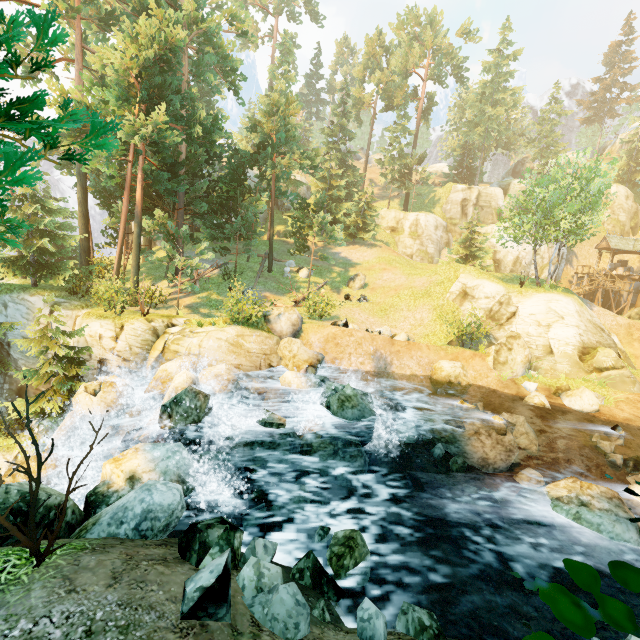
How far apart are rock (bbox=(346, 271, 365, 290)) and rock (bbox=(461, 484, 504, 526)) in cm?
1998

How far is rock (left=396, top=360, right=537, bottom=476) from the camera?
13.0 meters

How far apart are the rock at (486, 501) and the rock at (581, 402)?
9.0 meters

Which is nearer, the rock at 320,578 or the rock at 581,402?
the rock at 320,578

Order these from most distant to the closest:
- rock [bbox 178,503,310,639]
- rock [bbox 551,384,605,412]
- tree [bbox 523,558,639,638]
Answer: rock [bbox 551,384,605,412]
rock [bbox 178,503,310,639]
tree [bbox 523,558,639,638]

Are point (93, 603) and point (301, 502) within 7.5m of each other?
yes

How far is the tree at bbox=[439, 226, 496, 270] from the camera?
32.6m

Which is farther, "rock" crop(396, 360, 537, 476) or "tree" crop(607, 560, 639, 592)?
"rock" crop(396, 360, 537, 476)
